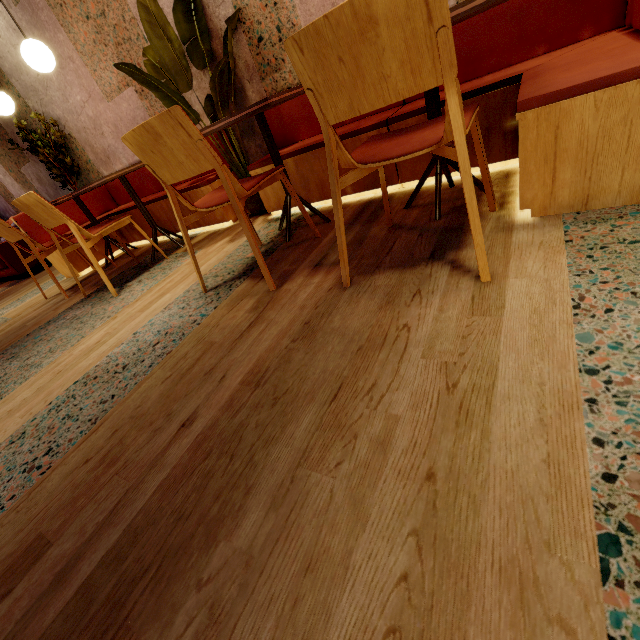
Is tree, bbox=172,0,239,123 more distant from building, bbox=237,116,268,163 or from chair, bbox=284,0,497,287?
chair, bbox=284,0,497,287

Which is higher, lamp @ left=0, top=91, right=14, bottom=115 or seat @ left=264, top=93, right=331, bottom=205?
lamp @ left=0, top=91, right=14, bottom=115

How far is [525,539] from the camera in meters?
0.5 m

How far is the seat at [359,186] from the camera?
2.2 meters

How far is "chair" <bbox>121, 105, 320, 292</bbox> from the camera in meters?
1.3

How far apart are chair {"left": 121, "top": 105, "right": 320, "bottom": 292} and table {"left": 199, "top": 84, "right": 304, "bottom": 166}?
0.25m

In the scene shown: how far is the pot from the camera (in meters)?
2.94
